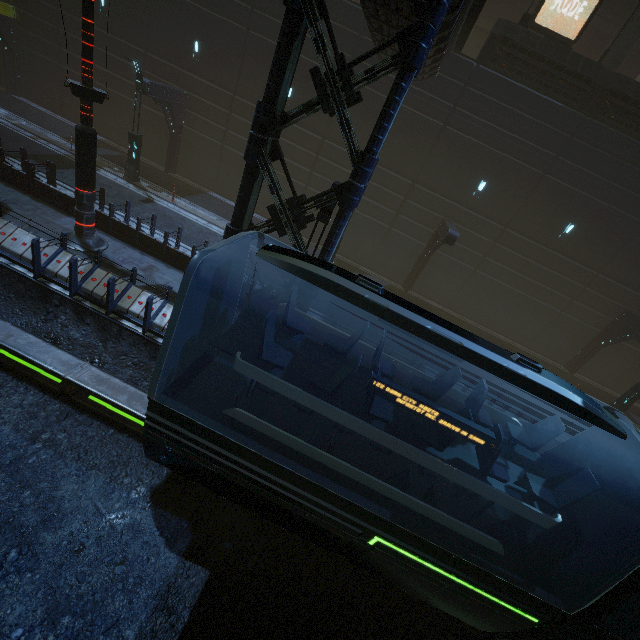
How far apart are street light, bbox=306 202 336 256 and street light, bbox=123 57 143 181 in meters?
13.0

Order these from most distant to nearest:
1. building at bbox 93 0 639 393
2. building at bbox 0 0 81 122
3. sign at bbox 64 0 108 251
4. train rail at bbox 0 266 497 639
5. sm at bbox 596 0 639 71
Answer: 1. building at bbox 0 0 81 122
2. sm at bbox 596 0 639 71
3. sign at bbox 64 0 108 251
4. building at bbox 93 0 639 393
5. train rail at bbox 0 266 497 639

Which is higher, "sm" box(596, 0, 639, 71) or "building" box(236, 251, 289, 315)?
"sm" box(596, 0, 639, 71)

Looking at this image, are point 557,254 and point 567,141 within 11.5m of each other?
yes

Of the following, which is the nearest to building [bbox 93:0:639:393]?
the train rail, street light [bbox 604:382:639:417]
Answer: the train rail

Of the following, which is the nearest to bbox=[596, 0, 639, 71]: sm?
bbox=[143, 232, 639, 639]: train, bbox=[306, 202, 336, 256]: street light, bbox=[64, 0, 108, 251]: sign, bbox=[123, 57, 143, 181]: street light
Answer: bbox=[306, 202, 336, 256]: street light

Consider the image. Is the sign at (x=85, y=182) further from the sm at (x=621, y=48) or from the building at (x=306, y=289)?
the sm at (x=621, y=48)

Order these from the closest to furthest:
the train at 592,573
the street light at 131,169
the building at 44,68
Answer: the train at 592,573 < the street light at 131,169 < the building at 44,68
